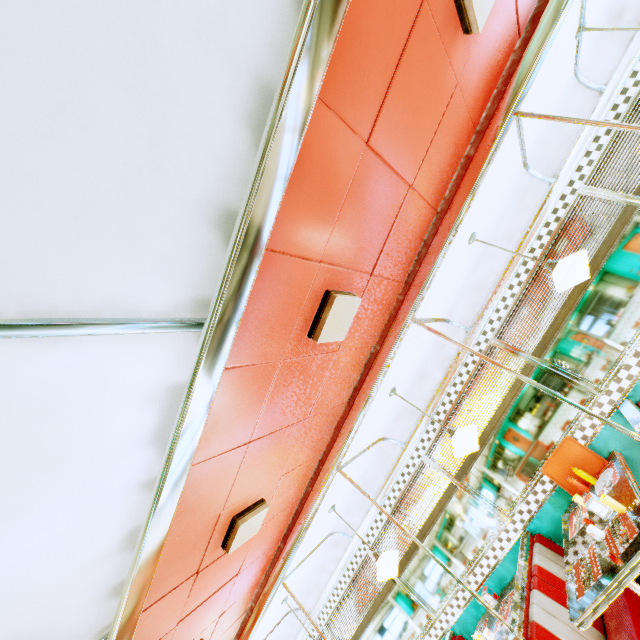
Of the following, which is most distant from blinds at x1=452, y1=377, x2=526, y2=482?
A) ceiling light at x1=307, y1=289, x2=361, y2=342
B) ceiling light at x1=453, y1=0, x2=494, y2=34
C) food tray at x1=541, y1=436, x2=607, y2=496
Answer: ceiling light at x1=453, y1=0, x2=494, y2=34

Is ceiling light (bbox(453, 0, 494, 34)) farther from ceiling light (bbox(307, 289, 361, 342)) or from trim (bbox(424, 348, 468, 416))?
ceiling light (bbox(307, 289, 361, 342))

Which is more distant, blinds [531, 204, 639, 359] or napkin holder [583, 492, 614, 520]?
blinds [531, 204, 639, 359]

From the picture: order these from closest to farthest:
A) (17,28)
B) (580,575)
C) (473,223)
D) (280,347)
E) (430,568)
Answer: (17,28), (280,347), (580,575), (473,223), (430,568)

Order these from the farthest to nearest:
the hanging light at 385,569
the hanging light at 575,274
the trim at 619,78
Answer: the hanging light at 385,569 < the trim at 619,78 < the hanging light at 575,274

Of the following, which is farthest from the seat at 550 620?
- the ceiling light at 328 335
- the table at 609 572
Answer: the ceiling light at 328 335

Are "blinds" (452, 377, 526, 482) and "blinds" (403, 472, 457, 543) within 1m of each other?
yes

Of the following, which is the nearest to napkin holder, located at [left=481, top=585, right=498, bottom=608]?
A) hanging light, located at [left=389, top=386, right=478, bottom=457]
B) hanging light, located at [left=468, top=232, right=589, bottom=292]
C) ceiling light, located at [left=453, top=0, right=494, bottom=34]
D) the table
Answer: the table
